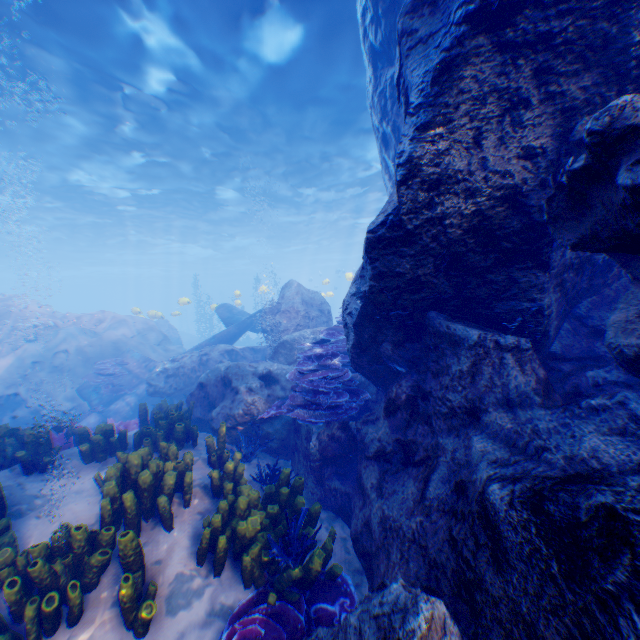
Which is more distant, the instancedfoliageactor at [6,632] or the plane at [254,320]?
the plane at [254,320]

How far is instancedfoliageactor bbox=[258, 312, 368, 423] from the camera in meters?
5.6

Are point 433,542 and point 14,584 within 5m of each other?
yes

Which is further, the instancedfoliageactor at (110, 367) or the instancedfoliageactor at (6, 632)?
the instancedfoliageactor at (110, 367)

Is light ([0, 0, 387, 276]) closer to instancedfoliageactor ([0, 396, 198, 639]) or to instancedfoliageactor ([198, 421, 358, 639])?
instancedfoliageactor ([198, 421, 358, 639])

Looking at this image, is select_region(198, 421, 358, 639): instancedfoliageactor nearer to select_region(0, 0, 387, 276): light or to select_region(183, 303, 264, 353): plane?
select_region(0, 0, 387, 276): light
